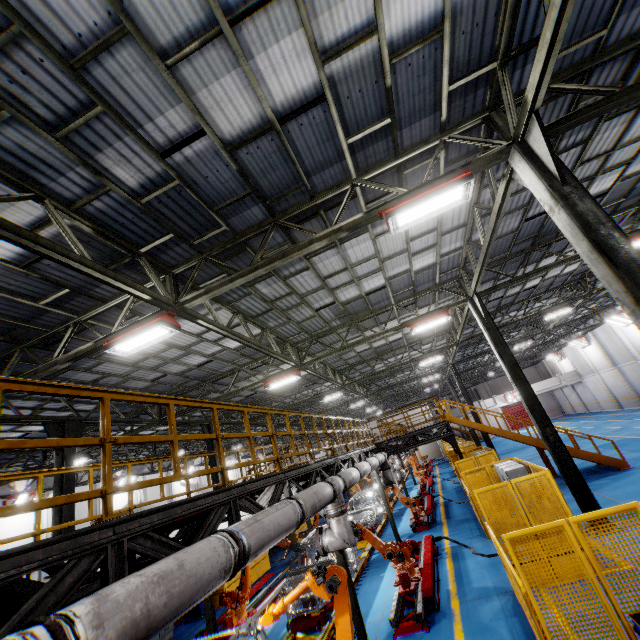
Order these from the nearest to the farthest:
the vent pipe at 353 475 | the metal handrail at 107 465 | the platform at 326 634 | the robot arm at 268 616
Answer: the metal handrail at 107 465
the robot arm at 268 616
the platform at 326 634
the vent pipe at 353 475

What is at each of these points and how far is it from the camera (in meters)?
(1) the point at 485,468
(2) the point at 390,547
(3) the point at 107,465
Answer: (1) metal panel, 12.11
(2) robot arm, 9.77
(3) metal handrail, 3.32

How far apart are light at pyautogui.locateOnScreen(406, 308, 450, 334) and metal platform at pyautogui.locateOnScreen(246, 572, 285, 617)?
11.1 meters

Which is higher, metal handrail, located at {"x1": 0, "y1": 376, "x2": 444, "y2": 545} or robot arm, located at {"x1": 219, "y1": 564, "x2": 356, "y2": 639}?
metal handrail, located at {"x1": 0, "y1": 376, "x2": 444, "y2": 545}

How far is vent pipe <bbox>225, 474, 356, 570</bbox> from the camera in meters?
4.0

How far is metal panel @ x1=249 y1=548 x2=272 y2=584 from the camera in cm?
1562

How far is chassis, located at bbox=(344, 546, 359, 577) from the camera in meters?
10.7 m

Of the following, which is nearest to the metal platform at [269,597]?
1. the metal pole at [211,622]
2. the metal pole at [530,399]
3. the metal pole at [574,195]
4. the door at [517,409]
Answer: the metal pole at [211,622]
